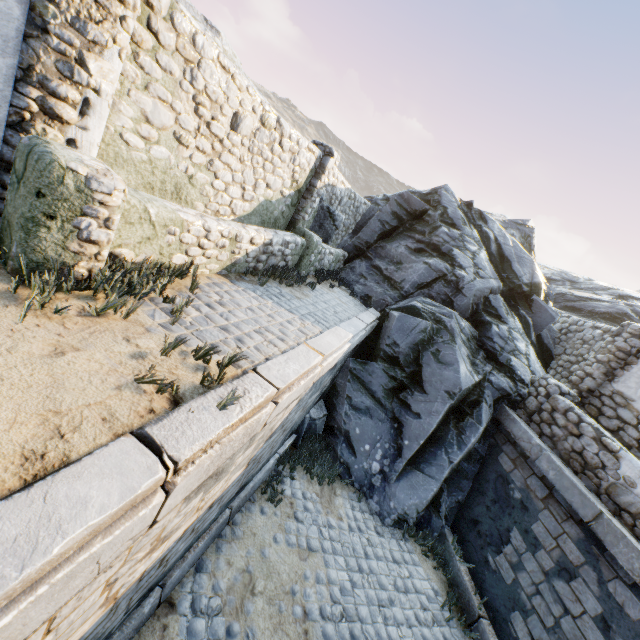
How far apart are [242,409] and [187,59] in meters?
4.3 m

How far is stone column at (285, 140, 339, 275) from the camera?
8.1m

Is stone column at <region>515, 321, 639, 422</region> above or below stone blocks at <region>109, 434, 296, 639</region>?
above

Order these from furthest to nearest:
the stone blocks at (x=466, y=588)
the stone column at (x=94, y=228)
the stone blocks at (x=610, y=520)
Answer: the stone blocks at (x=466, y=588), the stone blocks at (x=610, y=520), the stone column at (x=94, y=228)

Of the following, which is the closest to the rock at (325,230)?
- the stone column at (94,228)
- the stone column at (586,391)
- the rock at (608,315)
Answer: the rock at (608,315)

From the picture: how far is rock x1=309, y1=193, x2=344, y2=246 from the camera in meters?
9.8 m

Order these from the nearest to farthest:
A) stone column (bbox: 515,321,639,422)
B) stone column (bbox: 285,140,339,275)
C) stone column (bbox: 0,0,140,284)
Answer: stone column (bbox: 0,0,140,284) → stone column (bbox: 515,321,639,422) → stone column (bbox: 285,140,339,275)

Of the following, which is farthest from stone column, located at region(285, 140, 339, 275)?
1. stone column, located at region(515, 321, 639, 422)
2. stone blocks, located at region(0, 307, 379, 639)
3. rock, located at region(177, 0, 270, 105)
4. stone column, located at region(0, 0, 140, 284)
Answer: stone column, located at region(515, 321, 639, 422)
